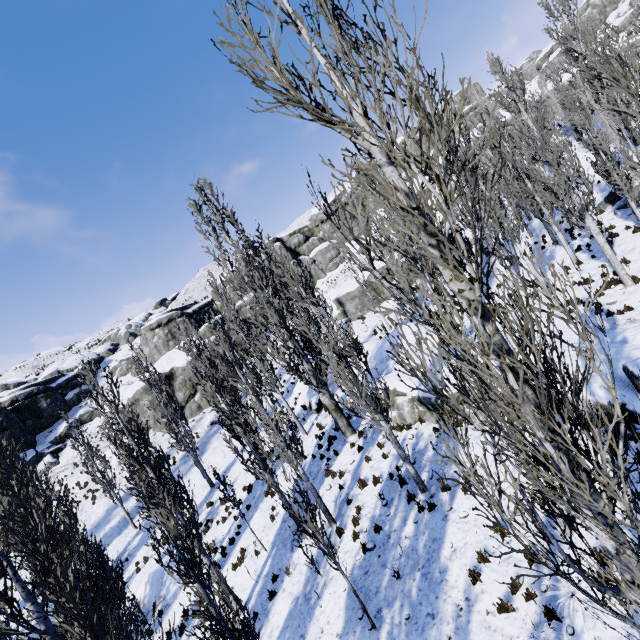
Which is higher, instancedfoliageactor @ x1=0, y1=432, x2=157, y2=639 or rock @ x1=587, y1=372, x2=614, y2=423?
instancedfoliageactor @ x1=0, y1=432, x2=157, y2=639

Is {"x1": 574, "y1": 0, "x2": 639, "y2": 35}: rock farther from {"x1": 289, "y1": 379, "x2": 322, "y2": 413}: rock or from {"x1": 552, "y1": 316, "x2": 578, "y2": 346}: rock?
{"x1": 552, "y1": 316, "x2": 578, "y2": 346}: rock

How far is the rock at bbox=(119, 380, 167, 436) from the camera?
30.50m

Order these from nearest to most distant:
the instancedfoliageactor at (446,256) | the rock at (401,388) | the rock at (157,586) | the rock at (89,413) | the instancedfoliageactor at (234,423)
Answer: the instancedfoliageactor at (446,256) → the instancedfoliageactor at (234,423) → the rock at (401,388) → the rock at (157,586) → the rock at (89,413)

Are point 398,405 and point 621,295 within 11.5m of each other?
yes

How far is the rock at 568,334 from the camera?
12.1 meters

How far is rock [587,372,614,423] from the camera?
8.54m

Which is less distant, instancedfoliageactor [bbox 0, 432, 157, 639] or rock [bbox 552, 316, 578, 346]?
instancedfoliageactor [bbox 0, 432, 157, 639]
